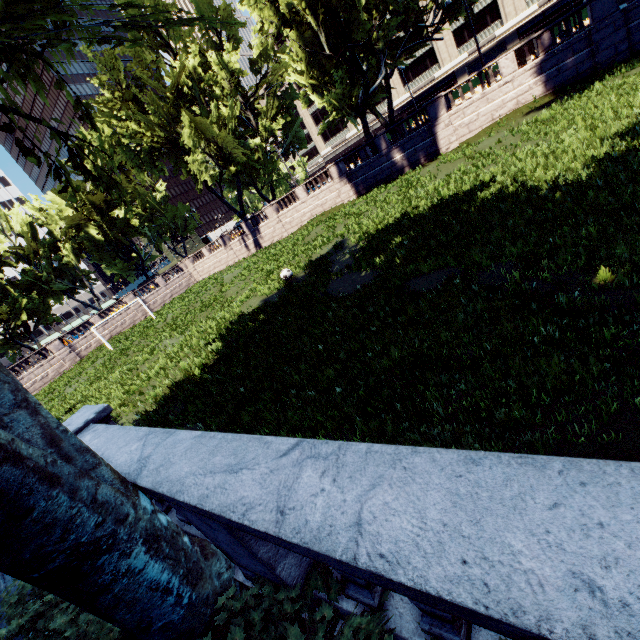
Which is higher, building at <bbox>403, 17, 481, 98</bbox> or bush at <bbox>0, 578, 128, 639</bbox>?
building at <bbox>403, 17, 481, 98</bbox>

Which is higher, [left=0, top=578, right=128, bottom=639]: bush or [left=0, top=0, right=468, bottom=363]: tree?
[left=0, top=0, right=468, bottom=363]: tree

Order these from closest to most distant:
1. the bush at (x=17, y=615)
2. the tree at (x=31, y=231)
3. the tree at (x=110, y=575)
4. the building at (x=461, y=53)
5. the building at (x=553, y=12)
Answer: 1. the tree at (x=110, y=575)
2. the bush at (x=17, y=615)
3. the tree at (x=31, y=231)
4. the building at (x=553, y=12)
5. the building at (x=461, y=53)

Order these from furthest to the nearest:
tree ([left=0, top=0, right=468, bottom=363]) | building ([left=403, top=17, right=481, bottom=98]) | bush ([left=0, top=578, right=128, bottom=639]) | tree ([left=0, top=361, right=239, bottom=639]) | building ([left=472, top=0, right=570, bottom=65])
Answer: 1. building ([left=403, top=17, right=481, bottom=98])
2. building ([left=472, top=0, right=570, bottom=65])
3. tree ([left=0, top=0, right=468, bottom=363])
4. bush ([left=0, top=578, right=128, bottom=639])
5. tree ([left=0, top=361, right=239, bottom=639])

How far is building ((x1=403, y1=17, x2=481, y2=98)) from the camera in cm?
5362

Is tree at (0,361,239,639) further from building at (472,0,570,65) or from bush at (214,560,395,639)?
building at (472,0,570,65)

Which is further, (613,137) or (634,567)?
(613,137)

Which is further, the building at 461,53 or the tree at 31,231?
the building at 461,53
